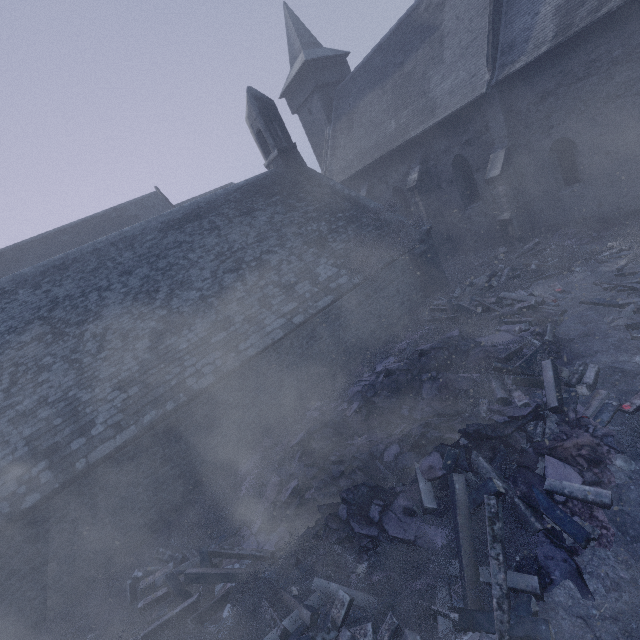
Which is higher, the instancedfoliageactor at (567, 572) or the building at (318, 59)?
the building at (318, 59)

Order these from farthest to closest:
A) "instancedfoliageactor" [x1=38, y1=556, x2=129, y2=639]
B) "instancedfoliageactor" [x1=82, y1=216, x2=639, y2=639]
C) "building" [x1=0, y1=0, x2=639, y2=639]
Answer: "building" [x1=0, y1=0, x2=639, y2=639]
"instancedfoliageactor" [x1=38, y1=556, x2=129, y2=639]
"instancedfoliageactor" [x1=82, y1=216, x2=639, y2=639]

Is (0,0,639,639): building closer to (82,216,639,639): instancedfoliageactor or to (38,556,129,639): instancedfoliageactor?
(82,216,639,639): instancedfoliageactor

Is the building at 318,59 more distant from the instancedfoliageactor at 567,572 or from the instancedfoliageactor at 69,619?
the instancedfoliageactor at 69,619

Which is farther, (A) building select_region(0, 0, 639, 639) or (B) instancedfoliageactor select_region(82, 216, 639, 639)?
(A) building select_region(0, 0, 639, 639)

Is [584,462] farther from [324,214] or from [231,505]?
[324,214]

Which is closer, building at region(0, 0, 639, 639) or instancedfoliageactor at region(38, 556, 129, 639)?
instancedfoliageactor at region(38, 556, 129, 639)

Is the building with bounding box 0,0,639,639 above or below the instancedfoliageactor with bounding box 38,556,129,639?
above
